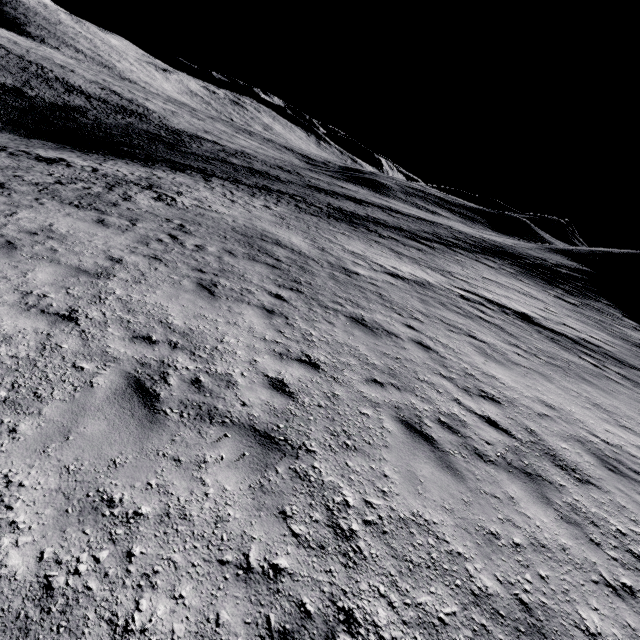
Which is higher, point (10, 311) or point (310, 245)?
point (10, 311)
